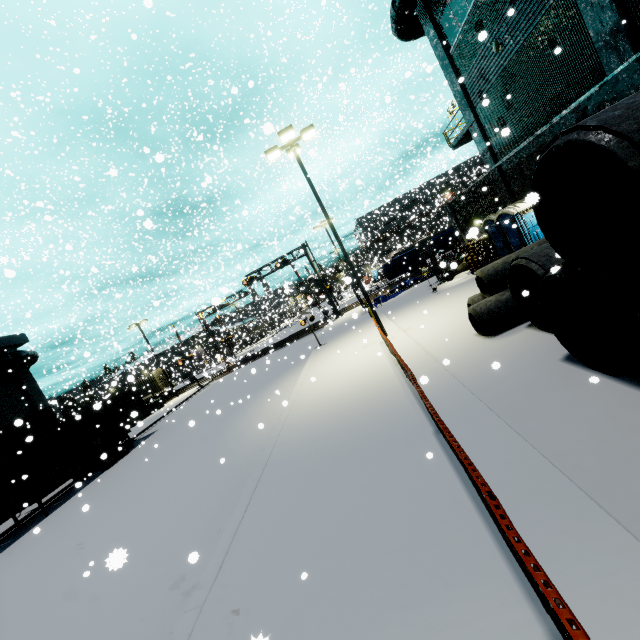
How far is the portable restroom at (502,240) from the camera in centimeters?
1350cm

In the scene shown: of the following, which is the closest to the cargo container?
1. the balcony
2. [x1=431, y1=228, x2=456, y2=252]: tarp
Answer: [x1=431, y1=228, x2=456, y2=252]: tarp

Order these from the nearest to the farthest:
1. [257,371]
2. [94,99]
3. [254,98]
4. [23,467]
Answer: [23,467] → [257,371] → [254,98] → [94,99]

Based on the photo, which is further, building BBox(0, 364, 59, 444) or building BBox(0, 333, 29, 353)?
building BBox(0, 333, 29, 353)

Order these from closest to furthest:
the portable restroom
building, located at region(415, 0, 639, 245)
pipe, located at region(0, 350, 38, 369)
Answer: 1. building, located at region(415, 0, 639, 245)
2. the portable restroom
3. pipe, located at region(0, 350, 38, 369)

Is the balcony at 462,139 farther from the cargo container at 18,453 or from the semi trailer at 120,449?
the semi trailer at 120,449

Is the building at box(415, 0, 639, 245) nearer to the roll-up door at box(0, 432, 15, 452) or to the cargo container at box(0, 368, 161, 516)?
the roll-up door at box(0, 432, 15, 452)

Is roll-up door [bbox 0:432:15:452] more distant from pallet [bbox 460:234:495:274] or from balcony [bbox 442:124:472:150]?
balcony [bbox 442:124:472:150]
